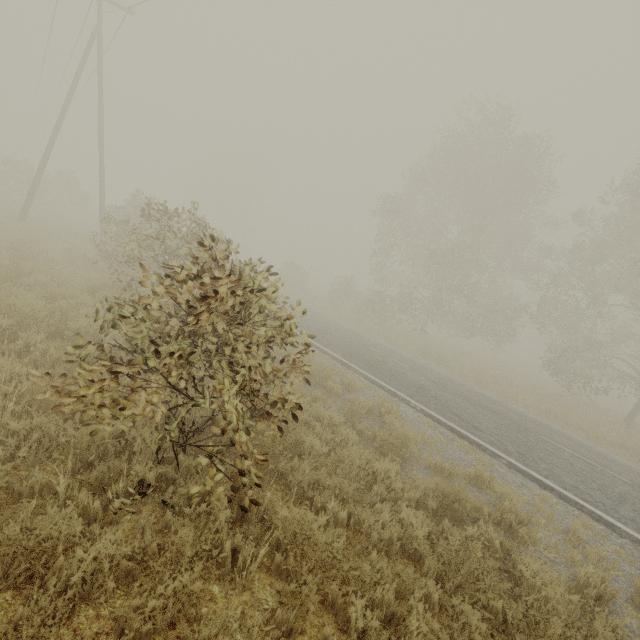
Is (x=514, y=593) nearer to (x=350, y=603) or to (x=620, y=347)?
(x=350, y=603)
